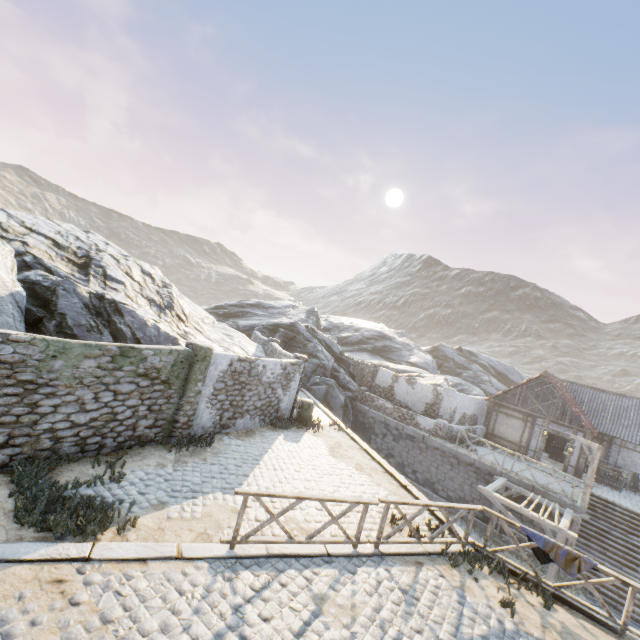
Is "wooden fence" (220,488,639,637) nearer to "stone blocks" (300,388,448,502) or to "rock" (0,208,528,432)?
"stone blocks" (300,388,448,502)

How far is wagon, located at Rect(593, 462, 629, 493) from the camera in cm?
1947

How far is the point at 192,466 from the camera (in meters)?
9.14

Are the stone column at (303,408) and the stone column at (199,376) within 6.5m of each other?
yes

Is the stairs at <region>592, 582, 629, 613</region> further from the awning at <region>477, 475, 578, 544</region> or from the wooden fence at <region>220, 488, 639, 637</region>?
the wooden fence at <region>220, 488, 639, 637</region>

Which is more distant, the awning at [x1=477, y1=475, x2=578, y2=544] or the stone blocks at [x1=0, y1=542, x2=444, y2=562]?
the awning at [x1=477, y1=475, x2=578, y2=544]

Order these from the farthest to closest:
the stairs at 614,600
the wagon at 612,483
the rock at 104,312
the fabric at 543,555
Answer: the wagon at 612,483
the stairs at 614,600
the rock at 104,312
the fabric at 543,555

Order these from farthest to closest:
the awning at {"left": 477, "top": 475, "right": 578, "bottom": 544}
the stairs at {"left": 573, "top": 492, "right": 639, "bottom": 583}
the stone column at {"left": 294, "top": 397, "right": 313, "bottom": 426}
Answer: the stone column at {"left": 294, "top": 397, "right": 313, "bottom": 426} → the stairs at {"left": 573, "top": 492, "right": 639, "bottom": 583} → the awning at {"left": 477, "top": 475, "right": 578, "bottom": 544}
